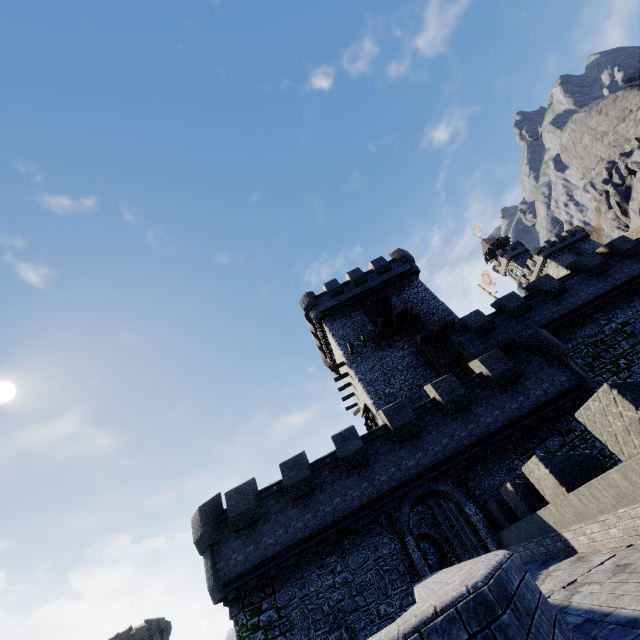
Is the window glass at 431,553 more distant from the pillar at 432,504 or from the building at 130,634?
the building at 130,634

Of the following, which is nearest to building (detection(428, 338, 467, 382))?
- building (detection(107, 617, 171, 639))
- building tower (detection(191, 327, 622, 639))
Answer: building tower (detection(191, 327, 622, 639))

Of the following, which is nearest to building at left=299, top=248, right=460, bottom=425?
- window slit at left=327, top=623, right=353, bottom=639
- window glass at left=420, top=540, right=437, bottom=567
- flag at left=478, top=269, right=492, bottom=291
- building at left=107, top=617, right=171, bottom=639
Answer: window glass at left=420, top=540, right=437, bottom=567

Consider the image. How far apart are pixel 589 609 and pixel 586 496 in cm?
305

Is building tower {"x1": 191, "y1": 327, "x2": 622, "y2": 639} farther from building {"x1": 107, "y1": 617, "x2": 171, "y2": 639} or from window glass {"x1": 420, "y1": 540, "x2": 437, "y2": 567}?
building {"x1": 107, "y1": 617, "x2": 171, "y2": 639}

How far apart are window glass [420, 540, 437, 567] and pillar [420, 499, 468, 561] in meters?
3.7

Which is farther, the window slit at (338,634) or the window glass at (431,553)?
the window glass at (431,553)

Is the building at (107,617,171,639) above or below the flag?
below
